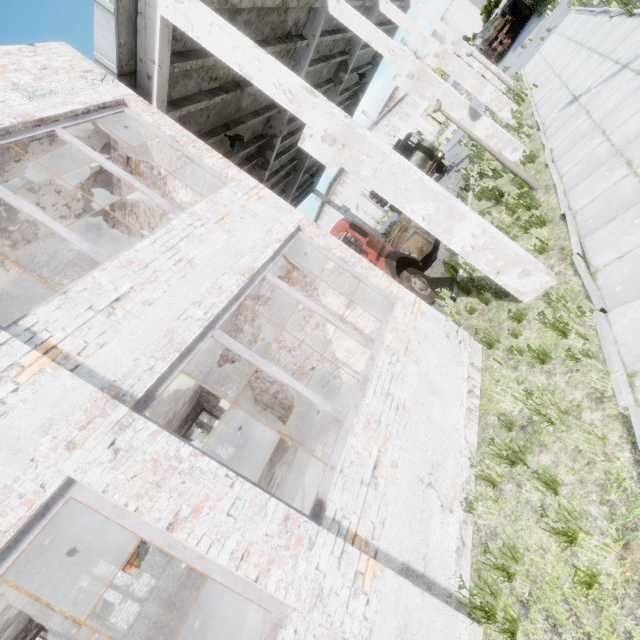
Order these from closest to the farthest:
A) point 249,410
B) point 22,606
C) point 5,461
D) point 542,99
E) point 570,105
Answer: point 5,461, point 22,606, point 570,105, point 249,410, point 542,99

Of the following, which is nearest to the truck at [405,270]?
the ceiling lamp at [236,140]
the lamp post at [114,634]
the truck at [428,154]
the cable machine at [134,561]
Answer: the ceiling lamp at [236,140]

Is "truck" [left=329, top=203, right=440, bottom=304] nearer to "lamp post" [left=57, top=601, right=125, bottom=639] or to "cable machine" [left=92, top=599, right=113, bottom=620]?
"lamp post" [left=57, top=601, right=125, bottom=639]

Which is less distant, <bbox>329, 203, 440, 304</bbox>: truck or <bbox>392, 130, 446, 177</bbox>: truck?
<bbox>329, 203, 440, 304</bbox>: truck

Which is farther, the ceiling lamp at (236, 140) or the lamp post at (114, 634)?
the lamp post at (114, 634)

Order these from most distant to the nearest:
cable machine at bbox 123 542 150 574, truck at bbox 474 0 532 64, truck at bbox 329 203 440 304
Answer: truck at bbox 474 0 532 64 → cable machine at bbox 123 542 150 574 → truck at bbox 329 203 440 304

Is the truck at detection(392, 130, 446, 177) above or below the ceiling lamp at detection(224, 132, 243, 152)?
below

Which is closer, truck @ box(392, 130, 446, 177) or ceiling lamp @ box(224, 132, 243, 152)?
ceiling lamp @ box(224, 132, 243, 152)
